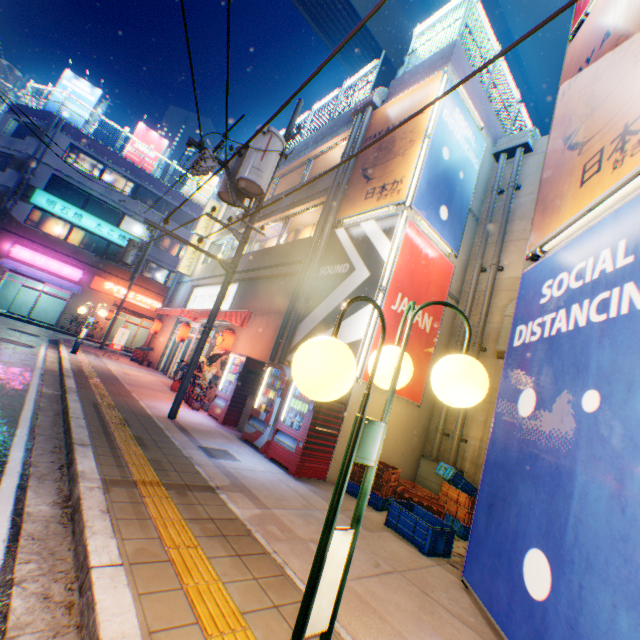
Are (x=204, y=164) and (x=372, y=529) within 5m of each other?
no

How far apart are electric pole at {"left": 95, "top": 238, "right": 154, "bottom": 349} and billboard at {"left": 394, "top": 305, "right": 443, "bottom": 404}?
18.5 meters

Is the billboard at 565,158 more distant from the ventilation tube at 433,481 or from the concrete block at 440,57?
the ventilation tube at 433,481

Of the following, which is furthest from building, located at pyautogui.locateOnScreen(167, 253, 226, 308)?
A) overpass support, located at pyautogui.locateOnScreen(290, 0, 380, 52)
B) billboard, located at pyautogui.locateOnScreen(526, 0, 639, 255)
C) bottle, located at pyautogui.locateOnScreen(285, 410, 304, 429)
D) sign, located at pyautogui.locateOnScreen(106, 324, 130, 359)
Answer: billboard, located at pyautogui.locateOnScreen(526, 0, 639, 255)

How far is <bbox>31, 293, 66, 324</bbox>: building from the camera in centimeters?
2780cm

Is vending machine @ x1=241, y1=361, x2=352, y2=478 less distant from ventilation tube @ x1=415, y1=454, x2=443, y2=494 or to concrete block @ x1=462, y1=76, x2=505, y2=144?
ventilation tube @ x1=415, y1=454, x2=443, y2=494

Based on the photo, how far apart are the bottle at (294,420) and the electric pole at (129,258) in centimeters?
1795cm

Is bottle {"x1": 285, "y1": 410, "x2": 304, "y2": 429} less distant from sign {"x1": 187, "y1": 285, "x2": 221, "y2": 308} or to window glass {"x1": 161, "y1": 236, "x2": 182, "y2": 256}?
sign {"x1": 187, "y1": 285, "x2": 221, "y2": 308}
